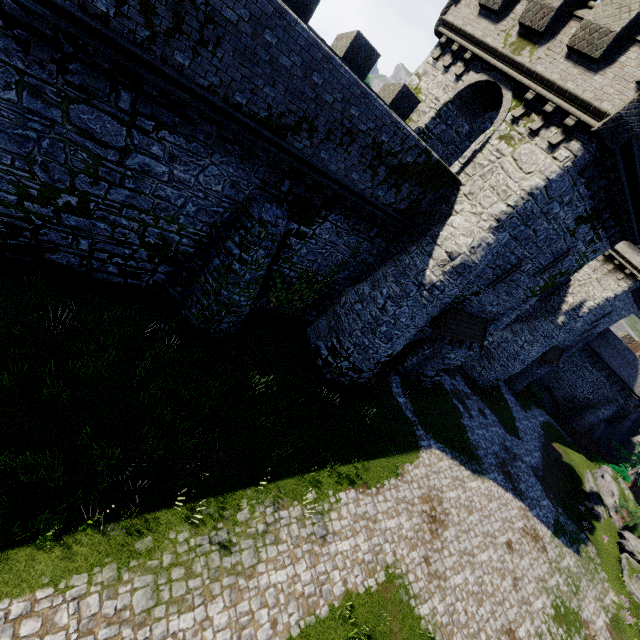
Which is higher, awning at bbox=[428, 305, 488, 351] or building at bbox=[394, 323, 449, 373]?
awning at bbox=[428, 305, 488, 351]

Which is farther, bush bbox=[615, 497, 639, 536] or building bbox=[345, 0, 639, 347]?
bush bbox=[615, 497, 639, 536]

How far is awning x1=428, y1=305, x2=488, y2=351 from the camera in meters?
16.0 m

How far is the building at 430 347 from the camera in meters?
17.8 m

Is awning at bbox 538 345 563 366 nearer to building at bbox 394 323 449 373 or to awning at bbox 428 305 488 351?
building at bbox 394 323 449 373

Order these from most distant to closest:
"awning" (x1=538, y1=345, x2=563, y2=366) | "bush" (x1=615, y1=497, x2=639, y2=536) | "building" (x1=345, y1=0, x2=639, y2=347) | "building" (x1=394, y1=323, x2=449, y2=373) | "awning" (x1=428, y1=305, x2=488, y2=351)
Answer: "awning" (x1=538, y1=345, x2=563, y2=366) → "bush" (x1=615, y1=497, x2=639, y2=536) → "building" (x1=394, y1=323, x2=449, y2=373) → "awning" (x1=428, y1=305, x2=488, y2=351) → "building" (x1=345, y1=0, x2=639, y2=347)

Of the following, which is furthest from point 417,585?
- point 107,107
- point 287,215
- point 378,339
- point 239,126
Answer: point 107,107

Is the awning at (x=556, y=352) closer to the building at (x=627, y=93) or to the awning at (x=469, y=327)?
the building at (x=627, y=93)
